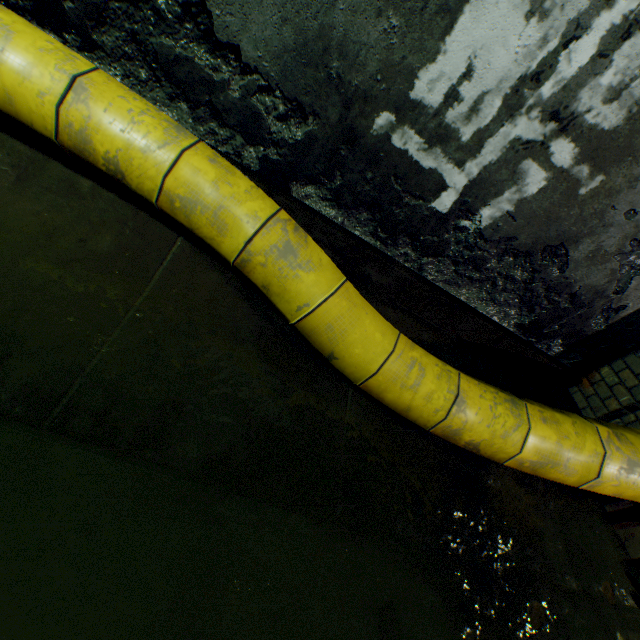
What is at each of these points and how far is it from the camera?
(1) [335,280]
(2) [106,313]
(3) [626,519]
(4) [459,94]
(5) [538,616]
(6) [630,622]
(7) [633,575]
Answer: (1) large conduit, 1.7m
(2) building tunnel, 1.5m
(3) sewer grate, 2.4m
(4) building tunnel, 1.6m
(5) leaves, 1.6m
(6) sewer grate, 2.2m
(7) leaves, 2.2m

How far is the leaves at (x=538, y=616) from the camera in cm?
154

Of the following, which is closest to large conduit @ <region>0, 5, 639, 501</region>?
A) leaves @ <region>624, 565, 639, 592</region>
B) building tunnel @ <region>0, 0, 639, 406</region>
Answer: building tunnel @ <region>0, 0, 639, 406</region>

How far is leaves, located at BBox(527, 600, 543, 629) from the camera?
1.5 meters

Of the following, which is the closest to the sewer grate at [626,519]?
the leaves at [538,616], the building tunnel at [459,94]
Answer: the building tunnel at [459,94]

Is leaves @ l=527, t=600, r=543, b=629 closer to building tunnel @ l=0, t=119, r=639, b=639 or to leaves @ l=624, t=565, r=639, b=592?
building tunnel @ l=0, t=119, r=639, b=639

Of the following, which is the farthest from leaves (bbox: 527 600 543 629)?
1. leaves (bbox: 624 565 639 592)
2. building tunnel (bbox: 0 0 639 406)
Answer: leaves (bbox: 624 565 639 592)

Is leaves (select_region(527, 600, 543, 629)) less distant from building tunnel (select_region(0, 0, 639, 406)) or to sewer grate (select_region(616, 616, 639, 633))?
building tunnel (select_region(0, 0, 639, 406))
